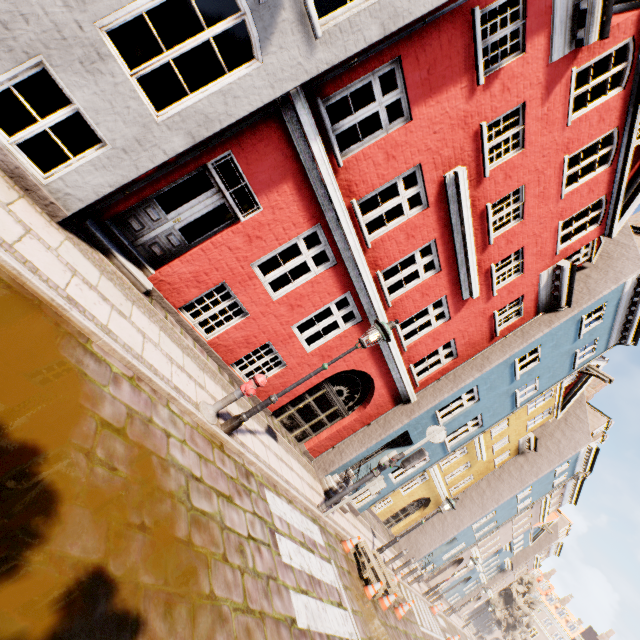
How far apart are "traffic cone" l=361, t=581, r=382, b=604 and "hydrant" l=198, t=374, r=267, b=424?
6.8 meters

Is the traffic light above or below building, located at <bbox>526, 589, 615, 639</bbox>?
below

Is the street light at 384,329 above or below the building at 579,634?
below

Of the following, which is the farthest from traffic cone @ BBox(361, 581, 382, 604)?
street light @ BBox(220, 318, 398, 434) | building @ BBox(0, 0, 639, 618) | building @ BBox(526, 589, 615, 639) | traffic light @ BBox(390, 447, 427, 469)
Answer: building @ BBox(526, 589, 615, 639)

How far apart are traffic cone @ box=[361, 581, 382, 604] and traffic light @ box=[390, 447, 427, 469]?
3.1m

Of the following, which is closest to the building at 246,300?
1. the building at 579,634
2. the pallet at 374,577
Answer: the pallet at 374,577

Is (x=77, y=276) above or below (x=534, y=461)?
below

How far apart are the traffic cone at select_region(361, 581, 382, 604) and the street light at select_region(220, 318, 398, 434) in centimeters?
649cm
